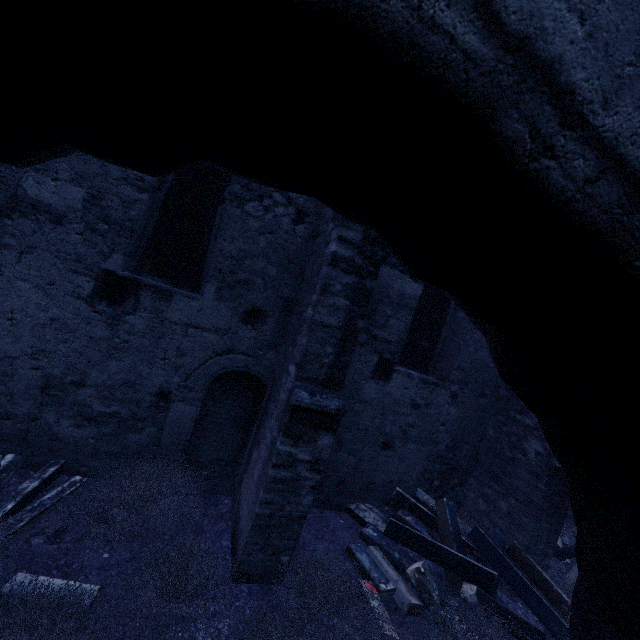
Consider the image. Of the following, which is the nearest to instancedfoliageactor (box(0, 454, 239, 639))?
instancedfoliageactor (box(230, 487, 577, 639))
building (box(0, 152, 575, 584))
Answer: building (box(0, 152, 575, 584))

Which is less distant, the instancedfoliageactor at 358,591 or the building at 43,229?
the instancedfoliageactor at 358,591

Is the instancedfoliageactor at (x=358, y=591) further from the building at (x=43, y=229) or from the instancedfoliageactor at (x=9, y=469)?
the instancedfoliageactor at (x=9, y=469)

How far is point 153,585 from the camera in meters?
3.0

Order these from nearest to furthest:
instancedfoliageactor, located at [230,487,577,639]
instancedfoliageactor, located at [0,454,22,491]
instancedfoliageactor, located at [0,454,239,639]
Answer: instancedfoliageactor, located at [0,454,239,639]
instancedfoliageactor, located at [230,487,577,639]
instancedfoliageactor, located at [0,454,22,491]

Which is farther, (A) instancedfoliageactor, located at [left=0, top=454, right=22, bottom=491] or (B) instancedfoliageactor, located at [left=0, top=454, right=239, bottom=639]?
(A) instancedfoliageactor, located at [left=0, top=454, right=22, bottom=491]

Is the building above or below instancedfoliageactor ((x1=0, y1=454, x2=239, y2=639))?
above
